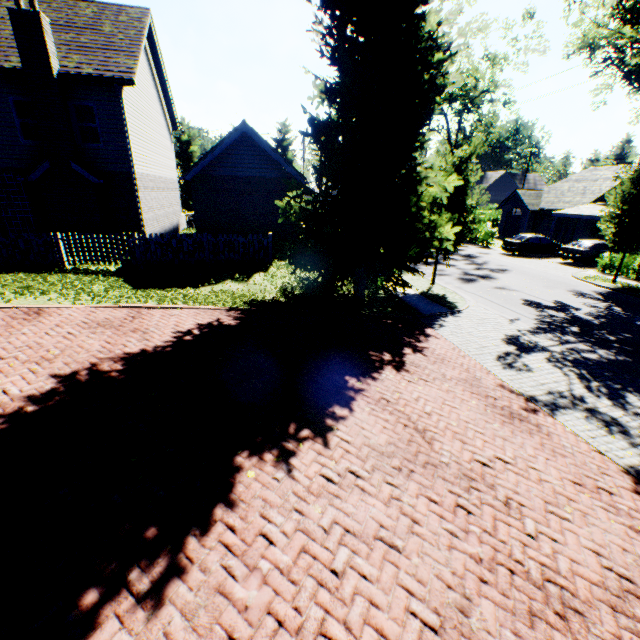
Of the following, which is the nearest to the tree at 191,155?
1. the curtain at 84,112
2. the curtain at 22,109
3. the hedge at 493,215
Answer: the hedge at 493,215

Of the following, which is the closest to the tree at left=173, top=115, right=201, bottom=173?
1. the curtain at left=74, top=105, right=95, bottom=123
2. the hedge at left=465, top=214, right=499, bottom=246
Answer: the hedge at left=465, top=214, right=499, bottom=246

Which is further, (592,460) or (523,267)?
(523,267)

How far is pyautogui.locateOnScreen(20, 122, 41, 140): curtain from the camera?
13.34m

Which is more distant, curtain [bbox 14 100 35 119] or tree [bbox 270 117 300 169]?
tree [bbox 270 117 300 169]

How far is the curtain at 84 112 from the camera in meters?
13.5

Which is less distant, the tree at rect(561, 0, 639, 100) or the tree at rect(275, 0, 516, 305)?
the tree at rect(275, 0, 516, 305)

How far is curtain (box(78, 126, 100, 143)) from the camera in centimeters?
1379cm
